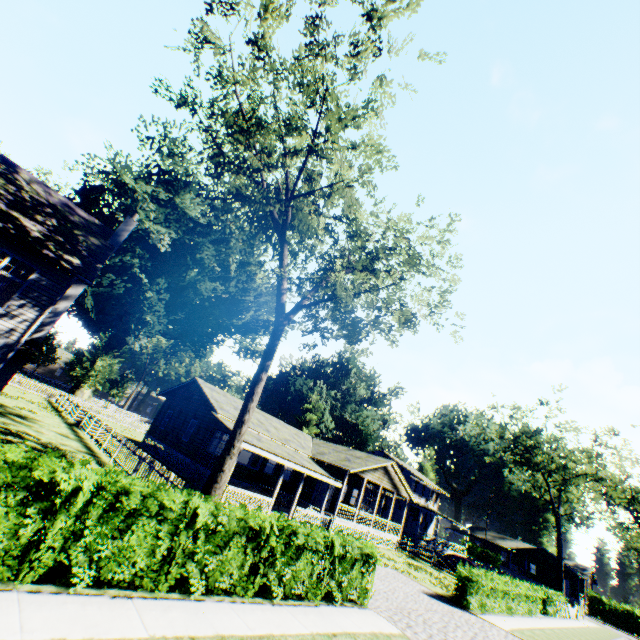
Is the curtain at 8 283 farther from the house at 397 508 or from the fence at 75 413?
the house at 397 508

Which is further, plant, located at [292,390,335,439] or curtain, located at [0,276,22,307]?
plant, located at [292,390,335,439]

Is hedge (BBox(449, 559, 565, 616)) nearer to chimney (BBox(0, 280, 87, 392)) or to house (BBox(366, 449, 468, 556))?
house (BBox(366, 449, 468, 556))

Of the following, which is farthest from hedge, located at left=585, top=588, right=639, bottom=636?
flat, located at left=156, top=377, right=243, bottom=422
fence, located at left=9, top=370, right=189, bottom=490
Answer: fence, located at left=9, top=370, right=189, bottom=490

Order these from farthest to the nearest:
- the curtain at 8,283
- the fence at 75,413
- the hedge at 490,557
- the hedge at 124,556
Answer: the hedge at 490,557 < the fence at 75,413 < the curtain at 8,283 < the hedge at 124,556

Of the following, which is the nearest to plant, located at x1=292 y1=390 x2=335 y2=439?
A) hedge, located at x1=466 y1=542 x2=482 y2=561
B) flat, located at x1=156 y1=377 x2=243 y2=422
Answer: flat, located at x1=156 y1=377 x2=243 y2=422

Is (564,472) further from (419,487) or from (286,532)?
(286,532)

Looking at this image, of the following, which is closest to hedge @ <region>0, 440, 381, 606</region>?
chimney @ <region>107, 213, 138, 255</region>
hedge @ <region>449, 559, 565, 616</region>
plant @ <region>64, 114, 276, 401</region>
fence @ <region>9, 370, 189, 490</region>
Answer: fence @ <region>9, 370, 189, 490</region>
